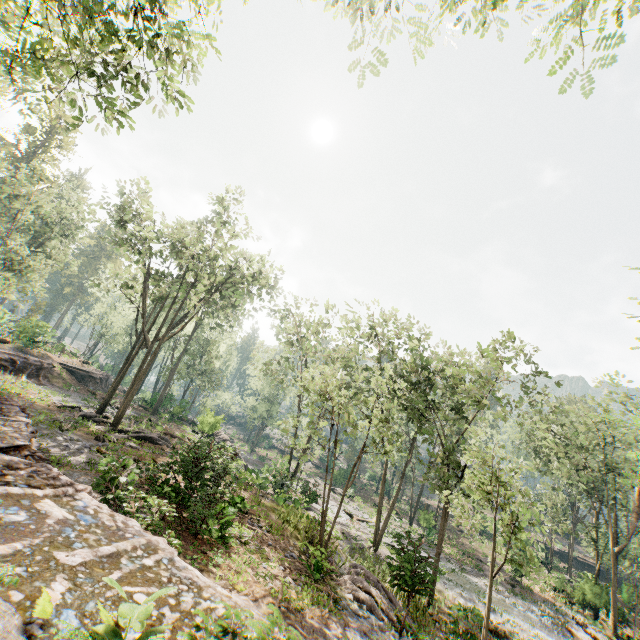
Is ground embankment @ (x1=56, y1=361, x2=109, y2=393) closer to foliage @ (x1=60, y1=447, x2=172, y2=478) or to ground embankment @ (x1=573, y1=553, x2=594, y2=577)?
foliage @ (x1=60, y1=447, x2=172, y2=478)

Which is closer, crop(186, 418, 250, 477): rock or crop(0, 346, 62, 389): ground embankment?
crop(186, 418, 250, 477): rock

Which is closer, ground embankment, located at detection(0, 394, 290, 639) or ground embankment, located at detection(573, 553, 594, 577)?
ground embankment, located at detection(0, 394, 290, 639)

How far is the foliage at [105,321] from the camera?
22.6m

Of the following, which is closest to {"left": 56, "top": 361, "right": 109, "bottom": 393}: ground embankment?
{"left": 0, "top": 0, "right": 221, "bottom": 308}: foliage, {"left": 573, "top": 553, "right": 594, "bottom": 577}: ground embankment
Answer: {"left": 0, "top": 0, "right": 221, "bottom": 308}: foliage

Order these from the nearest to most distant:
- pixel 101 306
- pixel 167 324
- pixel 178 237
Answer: pixel 178 237 → pixel 101 306 → pixel 167 324

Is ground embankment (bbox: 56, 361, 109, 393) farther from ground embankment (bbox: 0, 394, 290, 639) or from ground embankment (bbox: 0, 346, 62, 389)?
ground embankment (bbox: 0, 394, 290, 639)

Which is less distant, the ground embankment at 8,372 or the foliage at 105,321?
the foliage at 105,321
